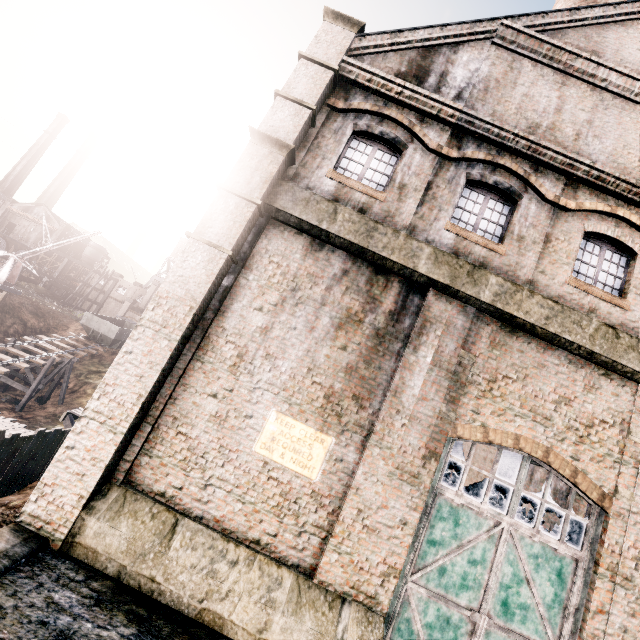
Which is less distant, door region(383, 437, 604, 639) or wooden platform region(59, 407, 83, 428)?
door region(383, 437, 604, 639)

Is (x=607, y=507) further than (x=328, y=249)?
No

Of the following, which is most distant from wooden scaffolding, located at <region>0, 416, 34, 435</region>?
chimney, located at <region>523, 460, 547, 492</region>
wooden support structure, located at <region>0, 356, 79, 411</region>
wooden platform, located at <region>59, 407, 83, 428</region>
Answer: chimney, located at <region>523, 460, 547, 492</region>

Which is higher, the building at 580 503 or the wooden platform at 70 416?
the building at 580 503

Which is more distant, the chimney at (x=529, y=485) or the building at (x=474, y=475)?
the building at (x=474, y=475)

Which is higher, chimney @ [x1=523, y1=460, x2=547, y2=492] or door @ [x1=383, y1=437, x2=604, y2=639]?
chimney @ [x1=523, y1=460, x2=547, y2=492]

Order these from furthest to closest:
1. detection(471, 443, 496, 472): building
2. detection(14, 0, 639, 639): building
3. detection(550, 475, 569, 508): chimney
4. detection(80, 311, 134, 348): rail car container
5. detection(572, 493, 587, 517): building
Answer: detection(80, 311, 134, 348): rail car container
detection(471, 443, 496, 472): building
detection(550, 475, 569, 508): chimney
detection(572, 493, 587, 517): building
detection(14, 0, 639, 639): building

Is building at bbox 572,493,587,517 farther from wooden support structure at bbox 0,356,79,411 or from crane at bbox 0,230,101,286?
wooden support structure at bbox 0,356,79,411
